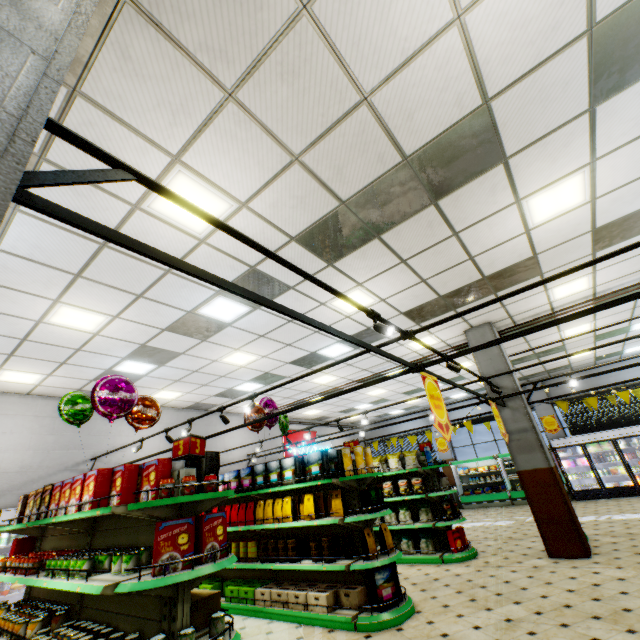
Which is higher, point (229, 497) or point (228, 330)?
point (228, 330)

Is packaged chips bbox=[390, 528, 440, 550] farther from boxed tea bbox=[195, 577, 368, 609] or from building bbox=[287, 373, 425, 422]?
boxed tea bbox=[195, 577, 368, 609]

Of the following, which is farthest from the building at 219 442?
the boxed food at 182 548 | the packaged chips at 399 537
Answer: the boxed food at 182 548

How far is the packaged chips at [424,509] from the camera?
7.69m

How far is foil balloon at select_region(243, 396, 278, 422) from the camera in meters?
6.9 m

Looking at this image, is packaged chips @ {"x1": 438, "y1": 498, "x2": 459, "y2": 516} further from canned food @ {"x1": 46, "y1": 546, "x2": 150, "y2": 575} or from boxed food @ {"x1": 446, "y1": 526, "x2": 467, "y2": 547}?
canned food @ {"x1": 46, "y1": 546, "x2": 150, "y2": 575}

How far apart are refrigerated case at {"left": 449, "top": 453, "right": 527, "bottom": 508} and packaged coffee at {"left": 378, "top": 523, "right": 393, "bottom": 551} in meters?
11.9 m

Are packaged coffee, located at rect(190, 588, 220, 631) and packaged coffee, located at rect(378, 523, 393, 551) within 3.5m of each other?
yes
